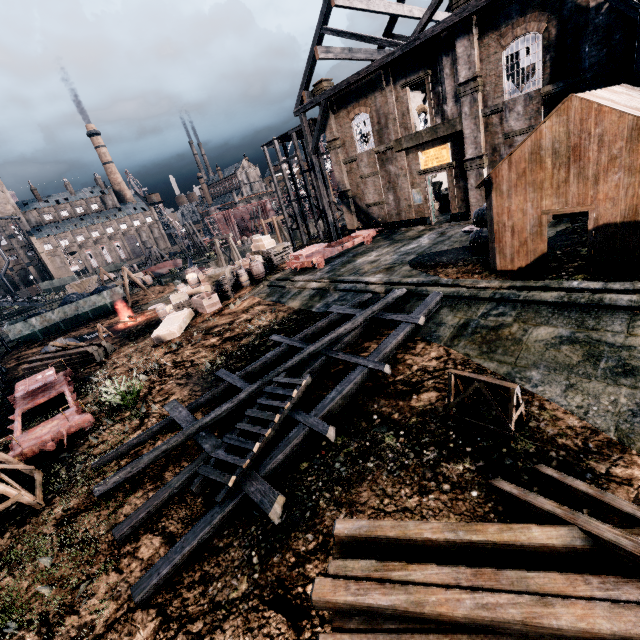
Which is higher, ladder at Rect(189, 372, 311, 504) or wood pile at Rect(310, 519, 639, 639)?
wood pile at Rect(310, 519, 639, 639)

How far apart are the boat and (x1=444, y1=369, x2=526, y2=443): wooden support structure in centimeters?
5543cm

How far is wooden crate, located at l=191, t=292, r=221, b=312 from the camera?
22.02m

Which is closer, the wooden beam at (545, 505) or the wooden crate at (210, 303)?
the wooden beam at (545, 505)

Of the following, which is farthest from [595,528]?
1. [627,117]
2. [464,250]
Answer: [464,250]

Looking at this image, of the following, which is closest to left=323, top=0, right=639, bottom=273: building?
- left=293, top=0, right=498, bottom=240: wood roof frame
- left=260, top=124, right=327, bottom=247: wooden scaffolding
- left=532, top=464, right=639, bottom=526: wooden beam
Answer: left=532, top=464, right=639, bottom=526: wooden beam

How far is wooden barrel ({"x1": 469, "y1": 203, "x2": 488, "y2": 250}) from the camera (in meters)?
16.17

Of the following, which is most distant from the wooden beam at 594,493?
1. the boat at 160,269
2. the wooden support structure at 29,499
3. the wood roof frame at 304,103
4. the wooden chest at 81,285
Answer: the boat at 160,269
